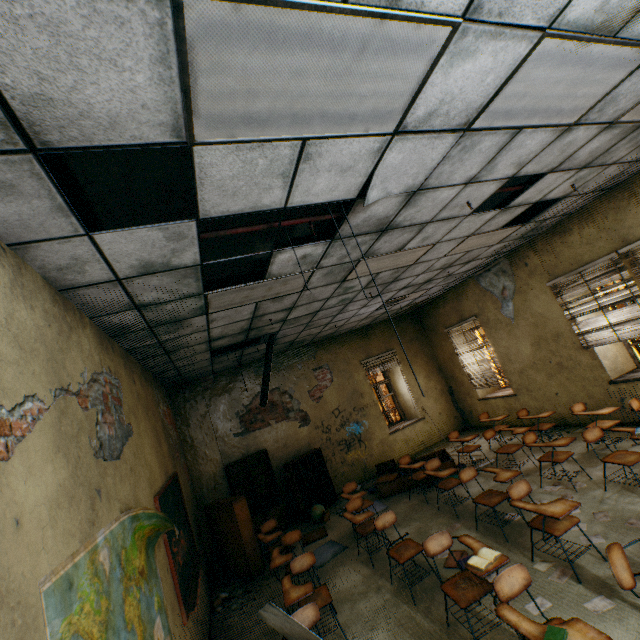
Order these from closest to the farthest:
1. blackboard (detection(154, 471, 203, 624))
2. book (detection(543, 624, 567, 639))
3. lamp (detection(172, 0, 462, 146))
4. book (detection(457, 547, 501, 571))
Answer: lamp (detection(172, 0, 462, 146)) → book (detection(543, 624, 567, 639)) → book (detection(457, 547, 501, 571)) → blackboard (detection(154, 471, 203, 624))

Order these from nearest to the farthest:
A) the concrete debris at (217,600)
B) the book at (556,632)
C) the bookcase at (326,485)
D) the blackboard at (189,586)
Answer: the book at (556,632), the blackboard at (189,586), the concrete debris at (217,600), the bookcase at (326,485)

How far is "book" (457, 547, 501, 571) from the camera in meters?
2.8 m

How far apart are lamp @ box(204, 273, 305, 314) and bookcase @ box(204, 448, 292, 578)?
3.9m

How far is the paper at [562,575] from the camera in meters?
3.2 m

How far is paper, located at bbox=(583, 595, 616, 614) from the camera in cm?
278

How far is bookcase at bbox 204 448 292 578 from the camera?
5.8m

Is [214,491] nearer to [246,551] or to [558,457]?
[246,551]
